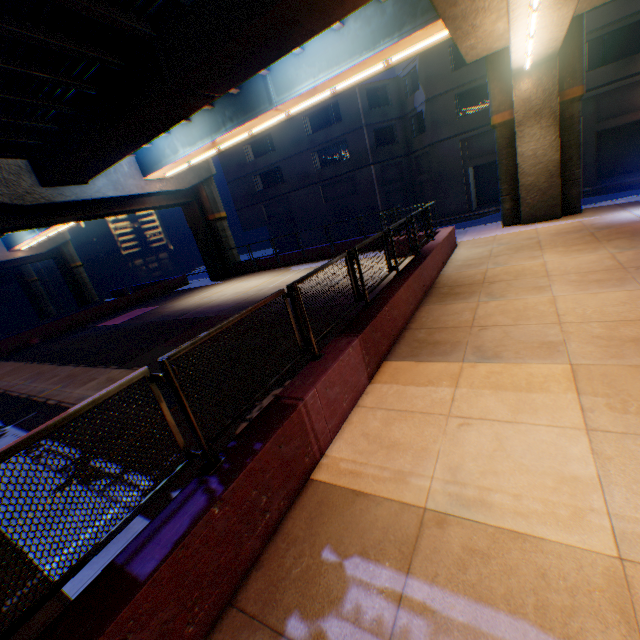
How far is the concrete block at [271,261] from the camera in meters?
20.5

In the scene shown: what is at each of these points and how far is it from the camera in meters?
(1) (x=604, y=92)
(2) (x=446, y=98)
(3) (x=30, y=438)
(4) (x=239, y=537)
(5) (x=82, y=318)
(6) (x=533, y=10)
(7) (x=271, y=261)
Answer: (1) building, 19.8
(2) building, 23.5
(3) metal fence, 2.3
(4) concrete block, 3.1
(5) concrete block, 22.9
(6) street lamp, 7.4
(7) concrete block, 23.8

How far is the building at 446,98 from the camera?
23.48m

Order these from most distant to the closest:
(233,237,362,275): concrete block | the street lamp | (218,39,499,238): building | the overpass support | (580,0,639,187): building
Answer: (218,39,499,238): building, (233,237,362,275): concrete block, (580,0,639,187): building, the overpass support, the street lamp

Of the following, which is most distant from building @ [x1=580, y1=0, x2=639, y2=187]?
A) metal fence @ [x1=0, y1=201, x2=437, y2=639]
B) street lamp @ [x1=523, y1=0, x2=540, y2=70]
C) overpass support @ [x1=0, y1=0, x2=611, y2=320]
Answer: street lamp @ [x1=523, y1=0, x2=540, y2=70]

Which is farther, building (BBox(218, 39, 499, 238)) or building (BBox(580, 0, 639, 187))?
building (BBox(218, 39, 499, 238))

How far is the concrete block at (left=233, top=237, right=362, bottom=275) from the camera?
20.50m

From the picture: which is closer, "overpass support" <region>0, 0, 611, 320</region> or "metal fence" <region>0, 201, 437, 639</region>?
"metal fence" <region>0, 201, 437, 639</region>
